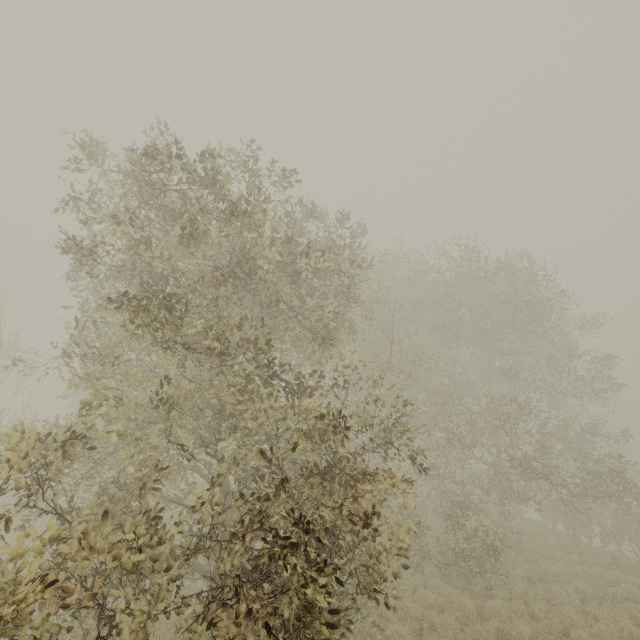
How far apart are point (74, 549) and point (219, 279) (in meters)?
6.15
